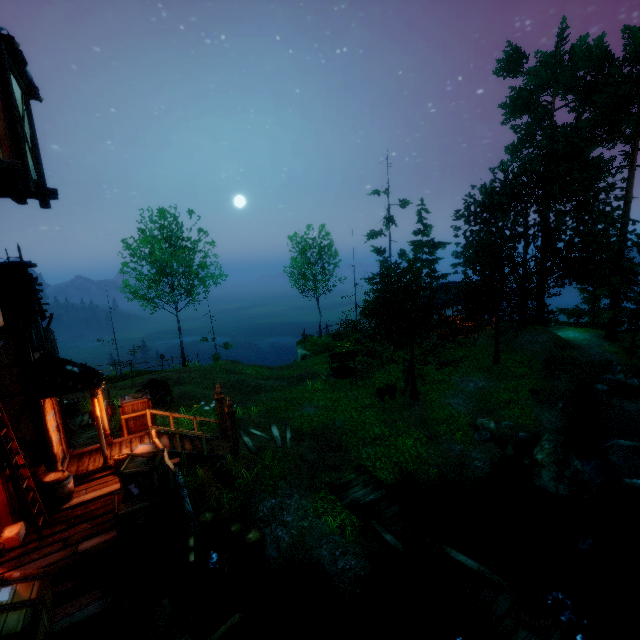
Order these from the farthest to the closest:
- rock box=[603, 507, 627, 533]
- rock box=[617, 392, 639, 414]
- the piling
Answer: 1. rock box=[617, 392, 639, 414]
2. rock box=[603, 507, 627, 533]
3. the piling

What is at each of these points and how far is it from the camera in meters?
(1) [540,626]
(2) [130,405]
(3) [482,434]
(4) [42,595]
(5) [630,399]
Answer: (1) tub, 6.6 m
(2) box, 11.9 m
(3) rock, 14.1 m
(4) box, 5.5 m
(5) rock, 18.0 m

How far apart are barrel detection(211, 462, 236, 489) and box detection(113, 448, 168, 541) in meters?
2.6 m

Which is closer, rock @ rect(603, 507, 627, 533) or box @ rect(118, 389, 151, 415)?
rock @ rect(603, 507, 627, 533)

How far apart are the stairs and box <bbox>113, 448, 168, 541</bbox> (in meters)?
2.48

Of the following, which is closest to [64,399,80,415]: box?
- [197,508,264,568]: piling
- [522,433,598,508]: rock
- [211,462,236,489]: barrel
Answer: [211,462,236,489]: barrel

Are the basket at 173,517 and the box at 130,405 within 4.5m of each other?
no

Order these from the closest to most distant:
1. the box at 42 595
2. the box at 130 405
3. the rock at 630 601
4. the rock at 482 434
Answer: the box at 42 595
the rock at 630 601
the box at 130 405
the rock at 482 434
